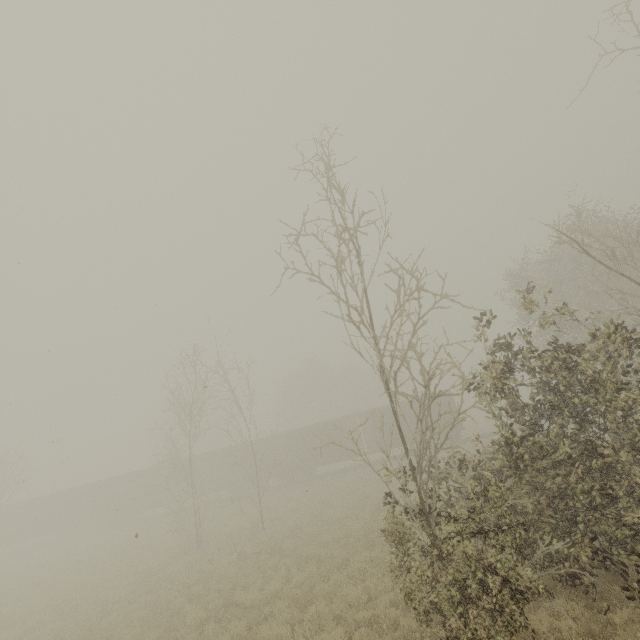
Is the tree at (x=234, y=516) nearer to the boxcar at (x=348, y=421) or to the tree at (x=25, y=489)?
the boxcar at (x=348, y=421)

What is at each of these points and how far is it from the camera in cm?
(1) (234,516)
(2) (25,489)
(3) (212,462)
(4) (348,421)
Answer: (1) tree, 2483
(2) tree, 2845
(3) boxcar, 3206
(4) boxcar, 3412

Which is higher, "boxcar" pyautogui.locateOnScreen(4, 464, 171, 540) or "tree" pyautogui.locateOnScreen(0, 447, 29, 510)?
"tree" pyautogui.locateOnScreen(0, 447, 29, 510)

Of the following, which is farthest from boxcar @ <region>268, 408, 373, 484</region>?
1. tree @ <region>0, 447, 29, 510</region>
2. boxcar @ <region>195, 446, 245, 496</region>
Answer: tree @ <region>0, 447, 29, 510</region>

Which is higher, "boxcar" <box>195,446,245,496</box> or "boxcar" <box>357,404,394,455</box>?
"boxcar" <box>195,446,245,496</box>

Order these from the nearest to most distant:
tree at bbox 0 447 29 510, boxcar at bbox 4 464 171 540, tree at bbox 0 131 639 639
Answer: tree at bbox 0 131 639 639 → tree at bbox 0 447 29 510 → boxcar at bbox 4 464 171 540

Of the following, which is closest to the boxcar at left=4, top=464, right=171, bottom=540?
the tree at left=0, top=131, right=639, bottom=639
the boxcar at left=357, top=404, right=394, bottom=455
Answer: the boxcar at left=357, top=404, right=394, bottom=455

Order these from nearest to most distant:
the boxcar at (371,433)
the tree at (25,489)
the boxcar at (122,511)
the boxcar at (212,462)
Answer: the tree at (25,489), the boxcar at (371,433), the boxcar at (212,462), the boxcar at (122,511)
